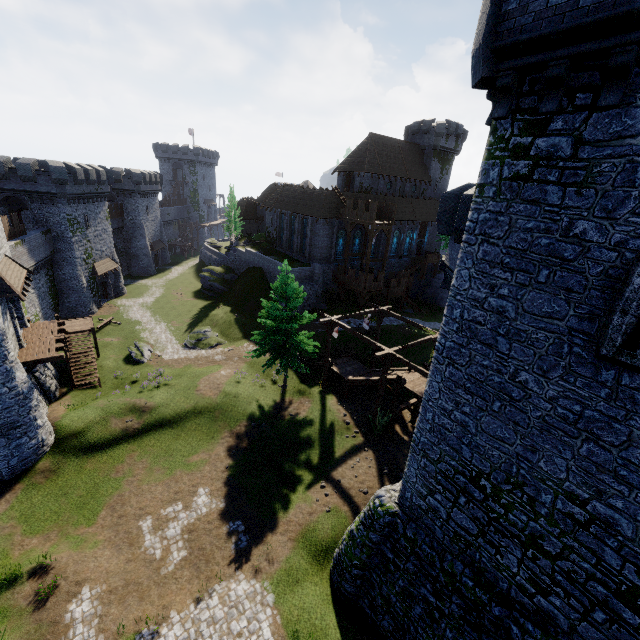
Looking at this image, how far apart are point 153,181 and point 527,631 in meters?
68.6 m

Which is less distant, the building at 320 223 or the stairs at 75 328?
the stairs at 75 328

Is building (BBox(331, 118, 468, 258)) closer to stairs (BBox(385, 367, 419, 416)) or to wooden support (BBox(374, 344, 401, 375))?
stairs (BBox(385, 367, 419, 416))

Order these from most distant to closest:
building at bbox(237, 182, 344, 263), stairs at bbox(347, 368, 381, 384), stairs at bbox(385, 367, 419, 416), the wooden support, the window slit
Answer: building at bbox(237, 182, 344, 263) → stairs at bbox(347, 368, 381, 384) → stairs at bbox(385, 367, 419, 416) → the wooden support → the window slit

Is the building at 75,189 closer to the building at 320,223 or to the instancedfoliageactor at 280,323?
the building at 320,223

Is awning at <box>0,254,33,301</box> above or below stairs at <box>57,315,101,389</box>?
above

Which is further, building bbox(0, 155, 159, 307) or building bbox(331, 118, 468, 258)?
building bbox(331, 118, 468, 258)

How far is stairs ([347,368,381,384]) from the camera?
24.28m
